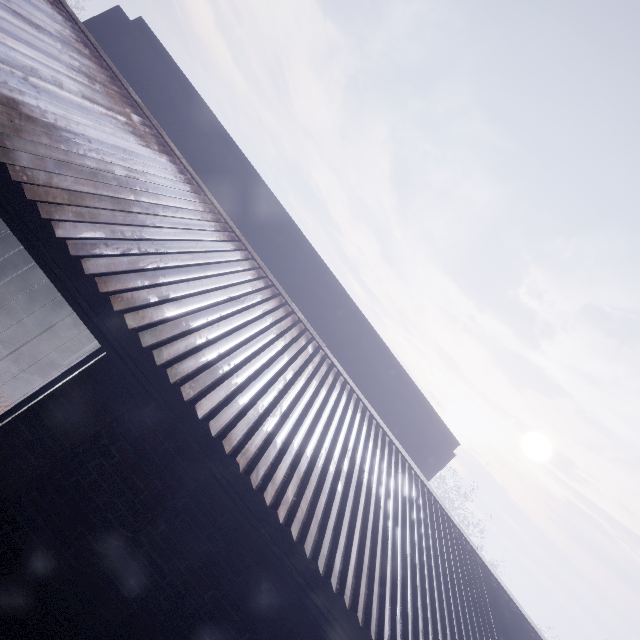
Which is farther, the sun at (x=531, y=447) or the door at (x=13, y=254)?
the sun at (x=531, y=447)

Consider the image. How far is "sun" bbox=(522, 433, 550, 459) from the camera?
54.1m

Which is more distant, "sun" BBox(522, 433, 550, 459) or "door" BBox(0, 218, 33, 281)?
"sun" BBox(522, 433, 550, 459)

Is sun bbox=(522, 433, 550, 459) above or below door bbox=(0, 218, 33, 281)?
above

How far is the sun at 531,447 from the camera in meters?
54.1 m

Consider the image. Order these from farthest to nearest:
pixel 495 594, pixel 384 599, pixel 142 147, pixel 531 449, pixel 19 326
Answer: pixel 531 449, pixel 19 326, pixel 495 594, pixel 142 147, pixel 384 599
